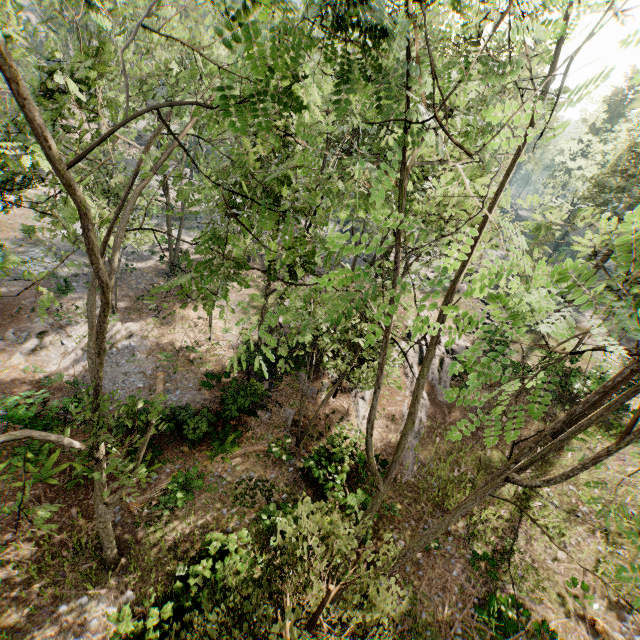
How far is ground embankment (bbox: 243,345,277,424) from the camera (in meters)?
16.27

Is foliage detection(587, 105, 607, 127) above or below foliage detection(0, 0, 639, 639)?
above

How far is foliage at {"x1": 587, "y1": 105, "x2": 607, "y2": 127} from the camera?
37.2m

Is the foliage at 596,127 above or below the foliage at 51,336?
above

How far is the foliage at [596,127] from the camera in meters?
37.2

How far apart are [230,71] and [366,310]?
6.4 meters

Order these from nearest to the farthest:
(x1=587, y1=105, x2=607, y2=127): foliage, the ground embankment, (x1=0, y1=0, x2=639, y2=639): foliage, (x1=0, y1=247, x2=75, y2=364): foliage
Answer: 1. (x1=0, y1=0, x2=639, y2=639): foliage
2. (x1=0, y1=247, x2=75, y2=364): foliage
3. the ground embankment
4. (x1=587, y1=105, x2=607, y2=127): foliage
